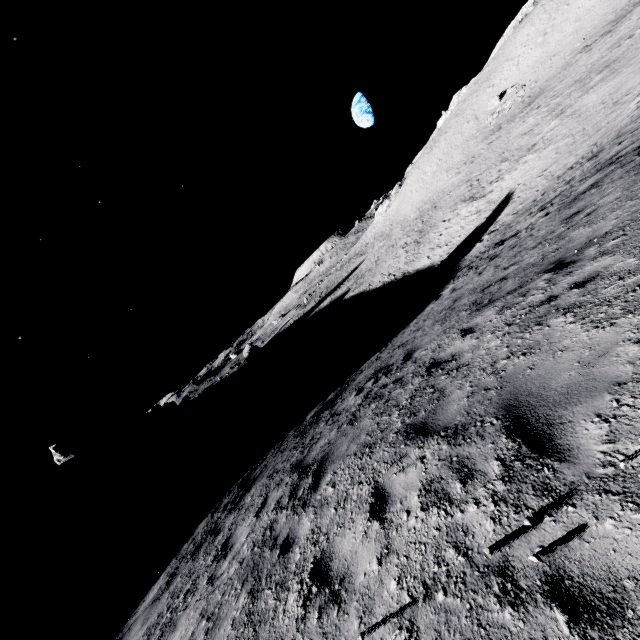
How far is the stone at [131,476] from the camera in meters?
45.0

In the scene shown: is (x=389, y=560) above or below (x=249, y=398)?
above

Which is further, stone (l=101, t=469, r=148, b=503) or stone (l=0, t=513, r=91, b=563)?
stone (l=101, t=469, r=148, b=503)

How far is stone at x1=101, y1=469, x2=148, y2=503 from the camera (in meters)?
45.03

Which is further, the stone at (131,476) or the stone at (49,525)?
the stone at (131,476)
